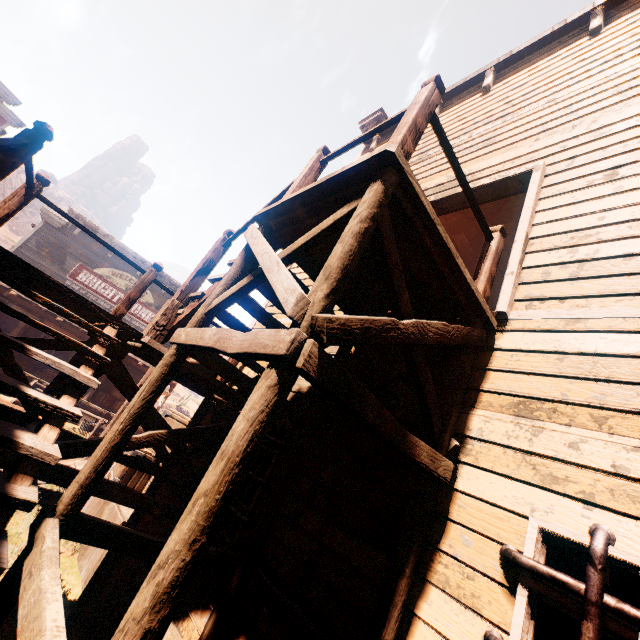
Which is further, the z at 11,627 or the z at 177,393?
the z at 177,393

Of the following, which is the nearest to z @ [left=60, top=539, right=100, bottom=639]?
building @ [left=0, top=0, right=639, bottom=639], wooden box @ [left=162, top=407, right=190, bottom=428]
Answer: building @ [left=0, top=0, right=639, bottom=639]

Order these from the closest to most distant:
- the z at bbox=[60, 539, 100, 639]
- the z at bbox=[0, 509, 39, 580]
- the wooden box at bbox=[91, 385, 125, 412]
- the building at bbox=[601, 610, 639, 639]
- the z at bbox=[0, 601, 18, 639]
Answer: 1. the building at bbox=[601, 610, 639, 639]
2. the z at bbox=[0, 601, 18, 639]
3. the z at bbox=[60, 539, 100, 639]
4. the z at bbox=[0, 509, 39, 580]
5. the wooden box at bbox=[91, 385, 125, 412]

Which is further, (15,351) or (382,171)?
(15,351)

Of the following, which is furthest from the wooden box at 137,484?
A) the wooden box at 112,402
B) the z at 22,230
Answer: the wooden box at 112,402

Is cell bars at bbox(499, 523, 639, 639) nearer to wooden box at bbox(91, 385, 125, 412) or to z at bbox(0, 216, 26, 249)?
z at bbox(0, 216, 26, 249)

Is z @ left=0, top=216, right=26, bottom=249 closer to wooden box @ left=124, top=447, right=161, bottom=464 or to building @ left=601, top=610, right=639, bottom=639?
building @ left=601, top=610, right=639, bottom=639

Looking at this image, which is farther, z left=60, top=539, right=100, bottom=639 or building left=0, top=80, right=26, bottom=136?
building left=0, top=80, right=26, bottom=136
